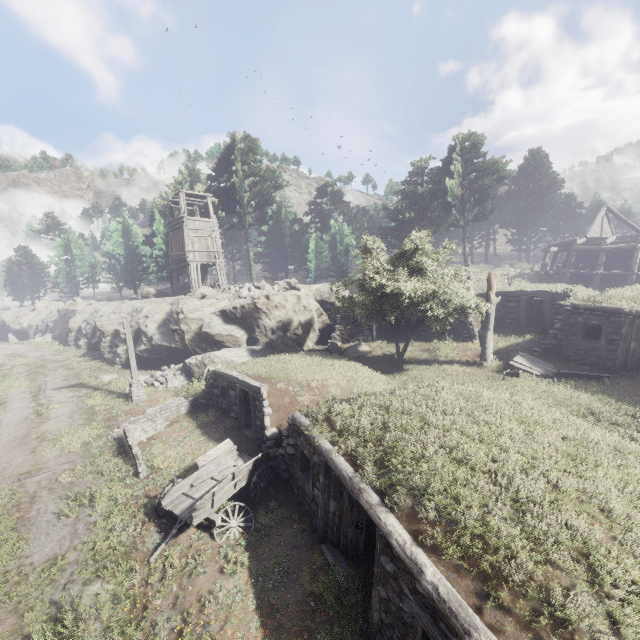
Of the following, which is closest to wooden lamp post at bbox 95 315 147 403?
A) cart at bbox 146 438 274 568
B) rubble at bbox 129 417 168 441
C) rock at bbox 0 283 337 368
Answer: rock at bbox 0 283 337 368

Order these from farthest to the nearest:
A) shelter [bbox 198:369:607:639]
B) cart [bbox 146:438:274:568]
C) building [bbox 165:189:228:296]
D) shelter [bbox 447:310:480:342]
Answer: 1. building [bbox 165:189:228:296]
2. shelter [bbox 447:310:480:342]
3. cart [bbox 146:438:274:568]
4. shelter [bbox 198:369:607:639]

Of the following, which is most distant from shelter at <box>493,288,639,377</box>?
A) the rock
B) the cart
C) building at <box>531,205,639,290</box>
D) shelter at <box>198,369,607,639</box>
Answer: building at <box>531,205,639,290</box>

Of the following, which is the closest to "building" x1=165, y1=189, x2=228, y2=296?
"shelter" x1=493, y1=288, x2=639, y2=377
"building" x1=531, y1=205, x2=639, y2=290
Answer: "shelter" x1=493, y1=288, x2=639, y2=377

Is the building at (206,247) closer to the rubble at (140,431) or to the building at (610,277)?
the rubble at (140,431)

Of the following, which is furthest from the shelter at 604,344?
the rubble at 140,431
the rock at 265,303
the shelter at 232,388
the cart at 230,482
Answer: the rubble at 140,431

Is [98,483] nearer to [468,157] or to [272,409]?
[272,409]

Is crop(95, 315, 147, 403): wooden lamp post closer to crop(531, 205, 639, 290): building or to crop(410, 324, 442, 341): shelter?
crop(410, 324, 442, 341): shelter
